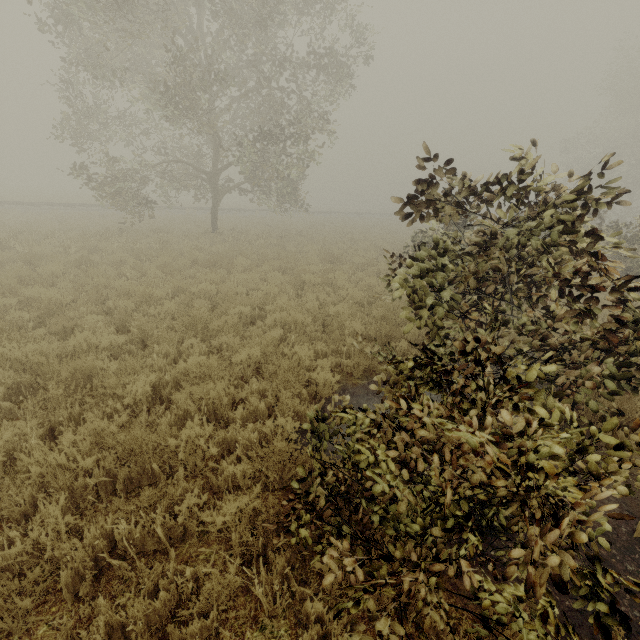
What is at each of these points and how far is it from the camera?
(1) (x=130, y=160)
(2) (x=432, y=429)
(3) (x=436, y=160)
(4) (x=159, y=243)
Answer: (1) tree, 16.8 meters
(2) tree, 1.6 meters
(3) tree, 3.8 meters
(4) tree, 13.9 meters

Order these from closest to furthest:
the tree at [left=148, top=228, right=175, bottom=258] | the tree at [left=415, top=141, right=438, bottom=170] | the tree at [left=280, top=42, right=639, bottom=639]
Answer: the tree at [left=280, top=42, right=639, bottom=639]
the tree at [left=415, top=141, right=438, bottom=170]
the tree at [left=148, top=228, right=175, bottom=258]

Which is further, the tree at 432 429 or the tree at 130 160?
the tree at 130 160

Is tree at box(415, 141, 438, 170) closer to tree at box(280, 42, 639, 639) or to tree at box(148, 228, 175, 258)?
tree at box(280, 42, 639, 639)

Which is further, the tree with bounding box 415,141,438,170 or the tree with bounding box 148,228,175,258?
the tree with bounding box 148,228,175,258

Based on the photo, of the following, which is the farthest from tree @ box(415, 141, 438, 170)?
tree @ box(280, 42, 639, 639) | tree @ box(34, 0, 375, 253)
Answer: tree @ box(34, 0, 375, 253)

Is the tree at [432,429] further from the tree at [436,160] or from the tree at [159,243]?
the tree at [159,243]

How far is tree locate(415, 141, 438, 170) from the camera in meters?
3.8 m
